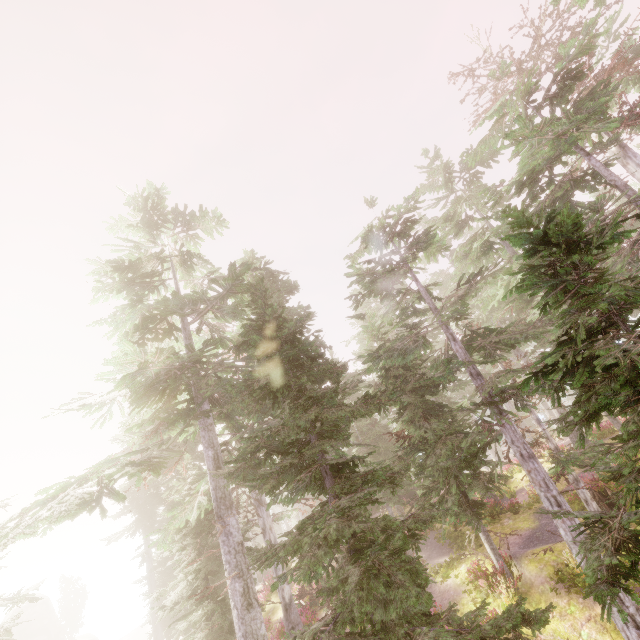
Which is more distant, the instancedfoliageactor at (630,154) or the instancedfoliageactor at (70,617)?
the instancedfoliageactor at (70,617)

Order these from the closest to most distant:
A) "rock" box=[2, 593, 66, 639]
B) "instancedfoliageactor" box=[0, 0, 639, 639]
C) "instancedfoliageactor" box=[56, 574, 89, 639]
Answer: "instancedfoliageactor" box=[0, 0, 639, 639]
"rock" box=[2, 593, 66, 639]
"instancedfoliageactor" box=[56, 574, 89, 639]

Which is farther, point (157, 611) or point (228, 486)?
point (157, 611)

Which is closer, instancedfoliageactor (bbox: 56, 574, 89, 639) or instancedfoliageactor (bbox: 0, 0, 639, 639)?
instancedfoliageactor (bbox: 0, 0, 639, 639)

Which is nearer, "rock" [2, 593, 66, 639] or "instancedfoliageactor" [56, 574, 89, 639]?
"rock" [2, 593, 66, 639]

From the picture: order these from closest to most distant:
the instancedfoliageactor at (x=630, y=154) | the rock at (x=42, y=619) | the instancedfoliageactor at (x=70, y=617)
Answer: the instancedfoliageactor at (x=630, y=154) < the rock at (x=42, y=619) < the instancedfoliageactor at (x=70, y=617)
